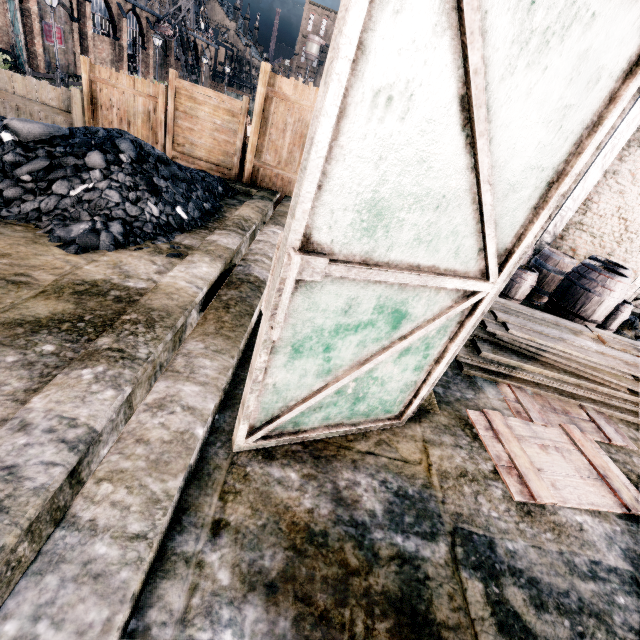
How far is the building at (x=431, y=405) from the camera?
3.8 meters

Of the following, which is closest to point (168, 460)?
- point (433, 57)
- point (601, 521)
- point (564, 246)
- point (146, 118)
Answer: point (433, 57)

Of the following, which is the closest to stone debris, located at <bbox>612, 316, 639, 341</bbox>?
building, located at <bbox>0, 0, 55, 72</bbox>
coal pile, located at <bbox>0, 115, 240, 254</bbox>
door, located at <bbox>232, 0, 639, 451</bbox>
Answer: door, located at <bbox>232, 0, 639, 451</bbox>

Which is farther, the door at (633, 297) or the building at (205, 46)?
the building at (205, 46)

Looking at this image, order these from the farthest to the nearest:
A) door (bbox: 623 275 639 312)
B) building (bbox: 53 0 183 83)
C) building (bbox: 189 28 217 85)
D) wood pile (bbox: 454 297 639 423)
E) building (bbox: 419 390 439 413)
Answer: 1. building (bbox: 189 28 217 85)
2. building (bbox: 53 0 183 83)
3. door (bbox: 623 275 639 312)
4. wood pile (bbox: 454 297 639 423)
5. building (bbox: 419 390 439 413)

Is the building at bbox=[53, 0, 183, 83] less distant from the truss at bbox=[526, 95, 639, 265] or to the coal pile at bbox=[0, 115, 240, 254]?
the coal pile at bbox=[0, 115, 240, 254]

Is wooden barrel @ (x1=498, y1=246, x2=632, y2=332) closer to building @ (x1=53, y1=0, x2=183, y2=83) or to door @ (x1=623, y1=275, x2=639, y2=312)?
door @ (x1=623, y1=275, x2=639, y2=312)

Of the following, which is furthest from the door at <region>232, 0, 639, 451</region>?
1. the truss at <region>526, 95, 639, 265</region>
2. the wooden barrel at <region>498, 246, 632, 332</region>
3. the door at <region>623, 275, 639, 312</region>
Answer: the door at <region>623, 275, 639, 312</region>
